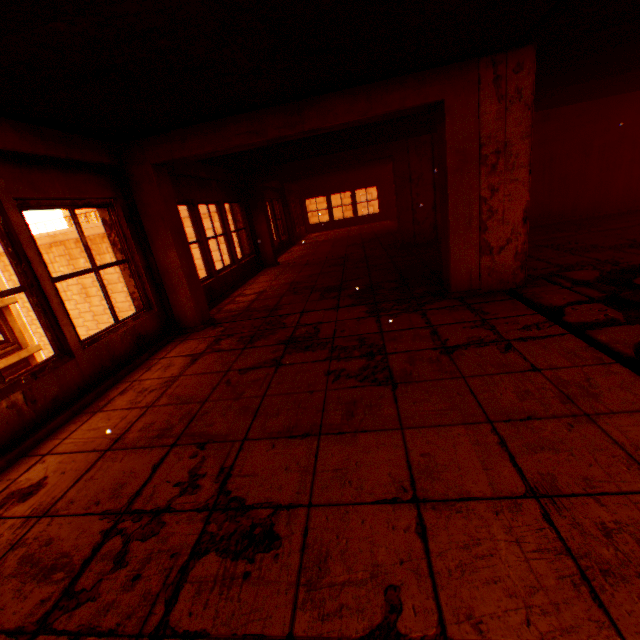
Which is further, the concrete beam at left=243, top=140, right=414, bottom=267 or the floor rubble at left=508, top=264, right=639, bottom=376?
the concrete beam at left=243, top=140, right=414, bottom=267

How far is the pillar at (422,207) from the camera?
8.1m

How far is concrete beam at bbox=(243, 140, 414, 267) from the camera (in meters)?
8.29

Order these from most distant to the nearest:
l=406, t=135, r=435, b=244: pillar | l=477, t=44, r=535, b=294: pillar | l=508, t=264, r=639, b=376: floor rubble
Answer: l=406, t=135, r=435, b=244: pillar → l=477, t=44, r=535, b=294: pillar → l=508, t=264, r=639, b=376: floor rubble

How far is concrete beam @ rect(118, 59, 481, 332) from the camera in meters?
3.6

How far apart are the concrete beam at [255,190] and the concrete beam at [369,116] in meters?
4.6 m

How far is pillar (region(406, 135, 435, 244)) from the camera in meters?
8.1

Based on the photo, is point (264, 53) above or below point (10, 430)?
above
